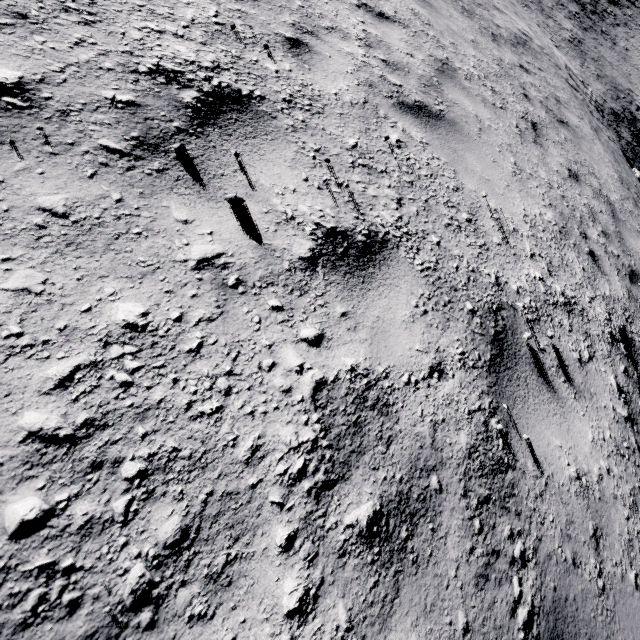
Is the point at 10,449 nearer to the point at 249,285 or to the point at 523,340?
the point at 249,285
